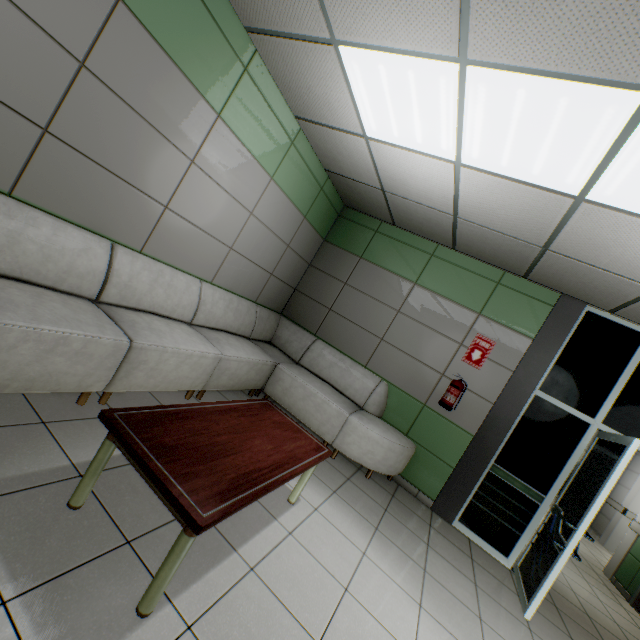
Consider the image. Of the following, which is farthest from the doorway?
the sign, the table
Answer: the table

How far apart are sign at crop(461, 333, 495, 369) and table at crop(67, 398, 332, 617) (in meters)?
2.69

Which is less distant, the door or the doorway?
the doorway

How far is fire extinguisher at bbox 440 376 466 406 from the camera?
4.2 meters

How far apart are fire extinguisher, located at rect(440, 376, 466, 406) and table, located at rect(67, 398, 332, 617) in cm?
228

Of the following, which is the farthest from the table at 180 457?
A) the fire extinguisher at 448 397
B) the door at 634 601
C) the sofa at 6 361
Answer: the door at 634 601

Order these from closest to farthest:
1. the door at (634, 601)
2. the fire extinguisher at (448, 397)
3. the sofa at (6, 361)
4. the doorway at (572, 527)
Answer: the sofa at (6, 361), the doorway at (572, 527), the fire extinguisher at (448, 397), the door at (634, 601)

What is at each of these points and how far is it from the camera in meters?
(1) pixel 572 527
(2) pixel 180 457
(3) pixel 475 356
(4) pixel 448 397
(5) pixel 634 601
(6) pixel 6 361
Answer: (1) doorway, 3.0
(2) table, 1.6
(3) sign, 4.4
(4) fire extinguisher, 4.2
(5) door, 5.0
(6) sofa, 1.8
